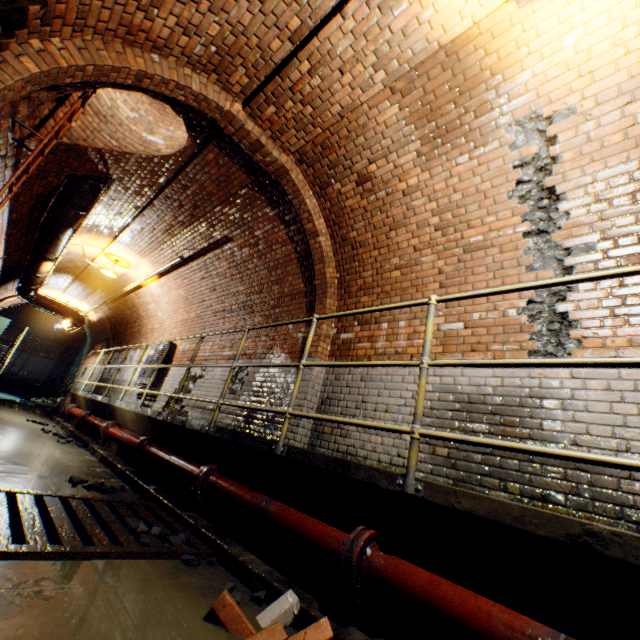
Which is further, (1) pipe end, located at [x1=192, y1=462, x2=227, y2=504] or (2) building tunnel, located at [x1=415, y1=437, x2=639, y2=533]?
(1) pipe end, located at [x1=192, y1=462, x2=227, y2=504]

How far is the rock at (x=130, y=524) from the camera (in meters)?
2.49

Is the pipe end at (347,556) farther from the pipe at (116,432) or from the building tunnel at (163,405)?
the pipe at (116,432)

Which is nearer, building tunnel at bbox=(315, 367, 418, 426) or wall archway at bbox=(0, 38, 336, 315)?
wall archway at bbox=(0, 38, 336, 315)

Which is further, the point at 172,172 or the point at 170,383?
the point at 170,383

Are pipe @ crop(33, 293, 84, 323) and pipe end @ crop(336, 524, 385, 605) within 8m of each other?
no

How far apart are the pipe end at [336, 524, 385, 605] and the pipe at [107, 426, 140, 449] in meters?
4.1

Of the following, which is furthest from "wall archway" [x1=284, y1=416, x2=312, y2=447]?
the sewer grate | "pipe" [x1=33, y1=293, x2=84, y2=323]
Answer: "pipe" [x1=33, y1=293, x2=84, y2=323]
